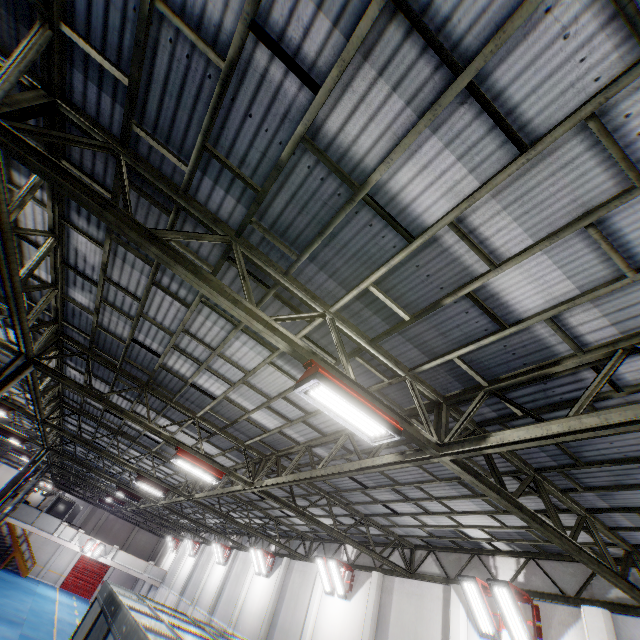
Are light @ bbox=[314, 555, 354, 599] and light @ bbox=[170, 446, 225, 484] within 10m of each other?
yes

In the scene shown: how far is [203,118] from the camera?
3.88m

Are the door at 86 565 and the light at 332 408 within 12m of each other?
no

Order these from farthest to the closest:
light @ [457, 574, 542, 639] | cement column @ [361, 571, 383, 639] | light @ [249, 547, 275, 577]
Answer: light @ [249, 547, 275, 577] → cement column @ [361, 571, 383, 639] → light @ [457, 574, 542, 639]

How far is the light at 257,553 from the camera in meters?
19.9 m

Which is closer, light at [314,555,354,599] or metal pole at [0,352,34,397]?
metal pole at [0,352,34,397]

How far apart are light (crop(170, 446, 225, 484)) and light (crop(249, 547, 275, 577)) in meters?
13.4 m

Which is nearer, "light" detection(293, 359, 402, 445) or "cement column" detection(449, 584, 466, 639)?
"light" detection(293, 359, 402, 445)
